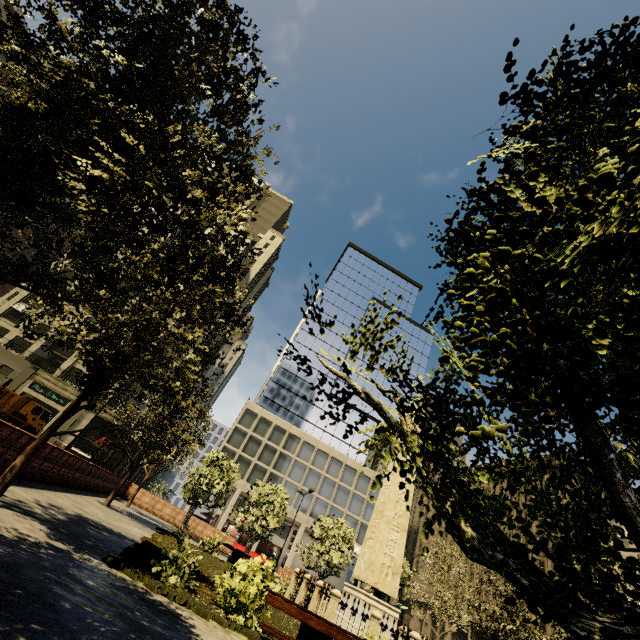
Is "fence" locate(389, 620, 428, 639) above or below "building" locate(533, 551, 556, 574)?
below

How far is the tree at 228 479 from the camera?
23.6m

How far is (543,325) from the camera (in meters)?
1.09

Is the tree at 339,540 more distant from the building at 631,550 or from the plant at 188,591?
the building at 631,550

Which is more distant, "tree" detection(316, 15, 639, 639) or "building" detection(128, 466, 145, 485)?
"building" detection(128, 466, 145, 485)

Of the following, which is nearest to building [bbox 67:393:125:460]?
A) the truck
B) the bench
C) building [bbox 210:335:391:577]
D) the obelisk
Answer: the truck

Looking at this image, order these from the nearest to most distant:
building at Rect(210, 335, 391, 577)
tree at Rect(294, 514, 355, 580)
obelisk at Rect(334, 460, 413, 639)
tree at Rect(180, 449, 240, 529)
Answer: obelisk at Rect(334, 460, 413, 639), tree at Rect(180, 449, 240, 529), tree at Rect(294, 514, 355, 580), building at Rect(210, 335, 391, 577)
